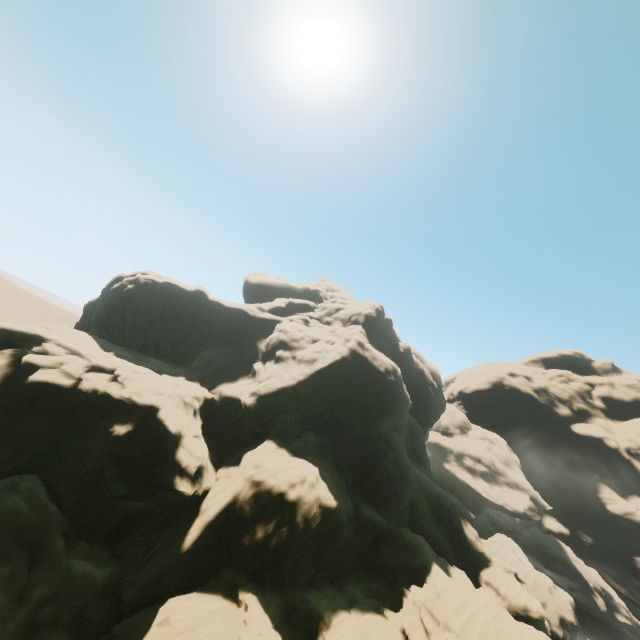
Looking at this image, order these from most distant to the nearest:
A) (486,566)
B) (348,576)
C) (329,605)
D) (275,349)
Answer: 1. (275,349)
2. (486,566)
3. (348,576)
4. (329,605)
